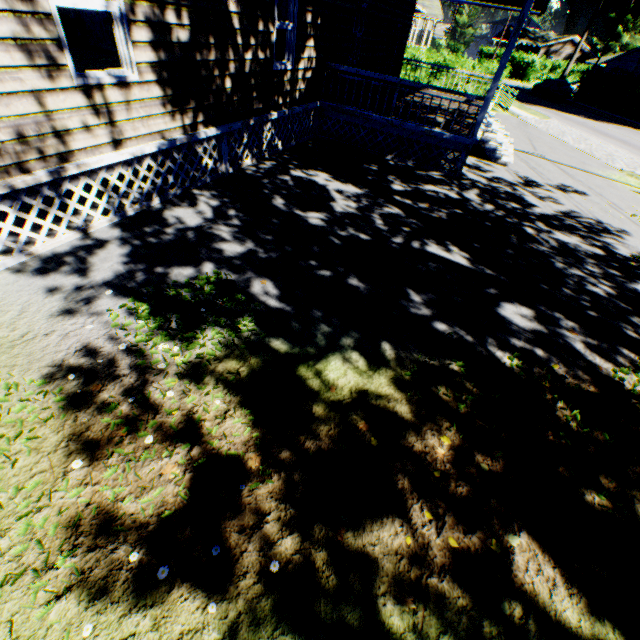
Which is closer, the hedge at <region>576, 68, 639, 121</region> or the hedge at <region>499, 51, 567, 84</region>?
the hedge at <region>576, 68, 639, 121</region>

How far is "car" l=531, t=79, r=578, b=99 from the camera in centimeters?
3300cm

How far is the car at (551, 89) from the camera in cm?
3300

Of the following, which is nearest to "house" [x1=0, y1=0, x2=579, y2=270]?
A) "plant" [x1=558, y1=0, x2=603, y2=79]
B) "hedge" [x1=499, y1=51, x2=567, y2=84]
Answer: "hedge" [x1=499, y1=51, x2=567, y2=84]

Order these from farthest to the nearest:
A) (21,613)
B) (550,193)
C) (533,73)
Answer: (533,73) < (550,193) < (21,613)

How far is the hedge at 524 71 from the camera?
44.49m

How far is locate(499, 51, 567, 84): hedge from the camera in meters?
44.5

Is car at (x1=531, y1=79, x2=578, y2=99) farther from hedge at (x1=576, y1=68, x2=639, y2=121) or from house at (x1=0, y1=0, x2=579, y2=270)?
house at (x1=0, y1=0, x2=579, y2=270)
